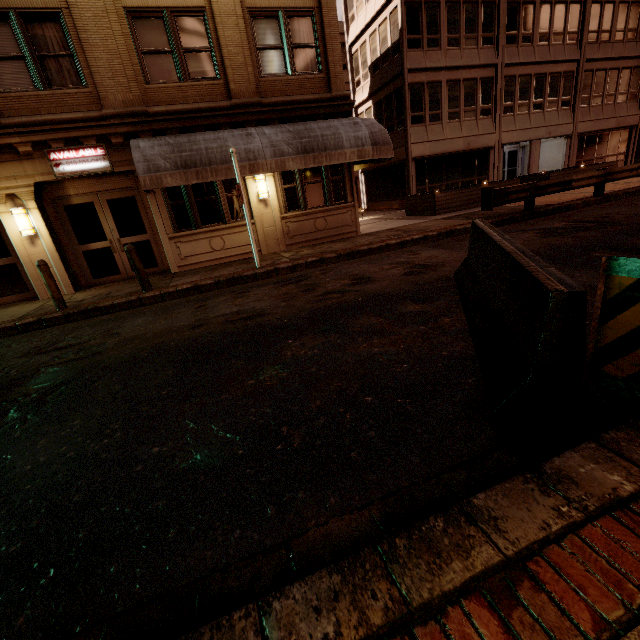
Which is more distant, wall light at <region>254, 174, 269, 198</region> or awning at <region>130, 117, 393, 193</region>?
wall light at <region>254, 174, 269, 198</region>

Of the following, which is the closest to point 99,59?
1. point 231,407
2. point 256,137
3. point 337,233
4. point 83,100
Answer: point 83,100

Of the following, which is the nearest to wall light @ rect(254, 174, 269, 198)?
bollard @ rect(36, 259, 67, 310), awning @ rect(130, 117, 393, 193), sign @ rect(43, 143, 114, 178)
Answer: awning @ rect(130, 117, 393, 193)

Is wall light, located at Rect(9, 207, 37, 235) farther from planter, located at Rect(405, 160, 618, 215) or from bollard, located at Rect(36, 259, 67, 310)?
planter, located at Rect(405, 160, 618, 215)

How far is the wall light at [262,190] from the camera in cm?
1080

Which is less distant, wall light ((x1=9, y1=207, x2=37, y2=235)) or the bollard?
the bollard

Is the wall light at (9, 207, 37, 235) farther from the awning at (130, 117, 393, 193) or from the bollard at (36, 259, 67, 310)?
the awning at (130, 117, 393, 193)

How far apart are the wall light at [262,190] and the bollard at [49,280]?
6.2 meters
